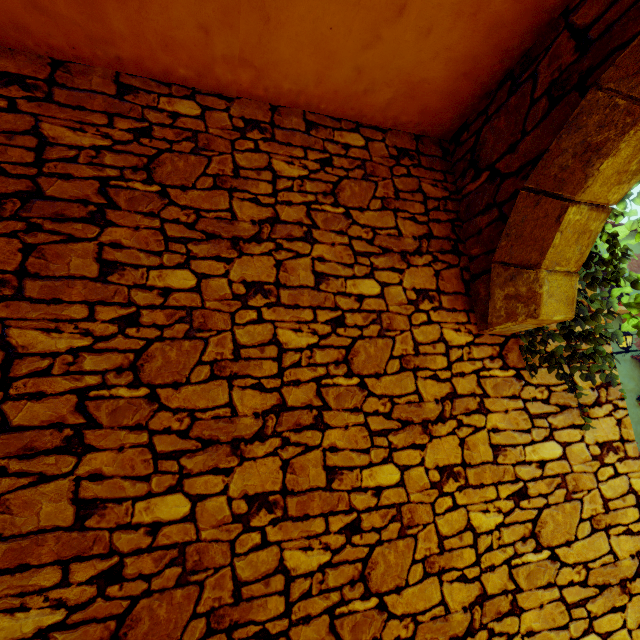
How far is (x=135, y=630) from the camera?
1.51m
